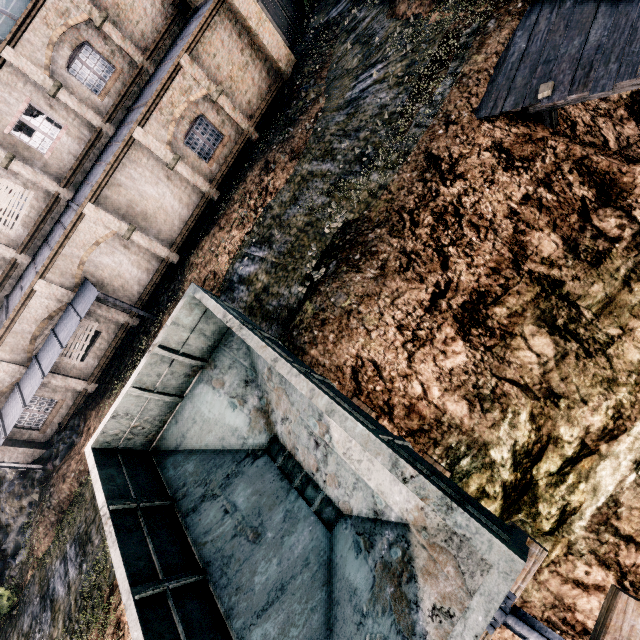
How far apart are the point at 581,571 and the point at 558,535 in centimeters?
124cm

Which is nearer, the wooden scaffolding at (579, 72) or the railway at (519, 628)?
the railway at (519, 628)

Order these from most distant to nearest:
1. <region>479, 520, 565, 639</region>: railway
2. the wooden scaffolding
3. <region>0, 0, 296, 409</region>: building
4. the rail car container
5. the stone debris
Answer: <region>0, 0, 296, 409</region>: building
the stone debris
the wooden scaffolding
<region>479, 520, 565, 639</region>: railway
the rail car container

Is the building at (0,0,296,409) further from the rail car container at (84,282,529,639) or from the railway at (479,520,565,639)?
the railway at (479,520,565,639)

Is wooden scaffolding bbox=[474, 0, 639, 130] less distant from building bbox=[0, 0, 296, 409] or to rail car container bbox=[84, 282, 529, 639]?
rail car container bbox=[84, 282, 529, 639]

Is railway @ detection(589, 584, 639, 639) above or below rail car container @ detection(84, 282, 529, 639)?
below

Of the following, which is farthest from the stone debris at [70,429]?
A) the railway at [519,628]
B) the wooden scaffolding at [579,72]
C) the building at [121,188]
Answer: the wooden scaffolding at [579,72]

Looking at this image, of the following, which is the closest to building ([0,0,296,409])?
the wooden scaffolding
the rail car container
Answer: the rail car container
